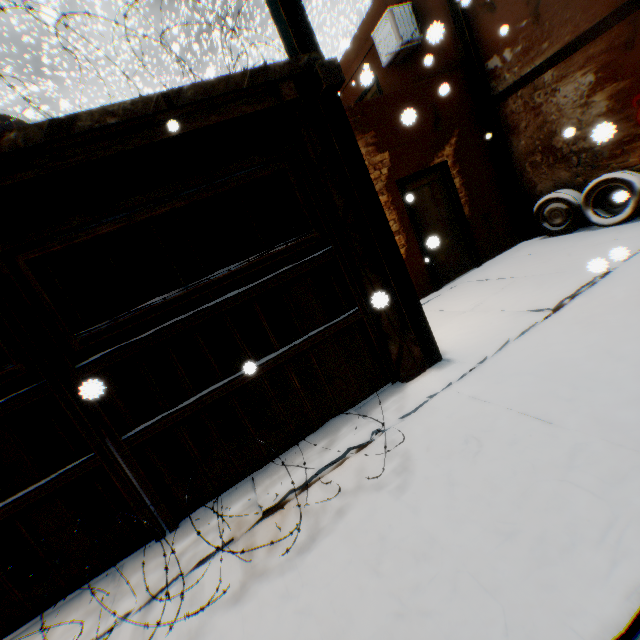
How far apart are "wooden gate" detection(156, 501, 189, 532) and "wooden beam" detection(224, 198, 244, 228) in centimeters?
390cm

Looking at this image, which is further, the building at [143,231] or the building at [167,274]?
the building at [167,274]

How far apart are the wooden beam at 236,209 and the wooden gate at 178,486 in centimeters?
390cm

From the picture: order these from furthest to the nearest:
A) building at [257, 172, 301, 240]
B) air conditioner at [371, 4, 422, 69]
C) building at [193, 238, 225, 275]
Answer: building at [193, 238, 225, 275]
air conditioner at [371, 4, 422, 69]
building at [257, 172, 301, 240]

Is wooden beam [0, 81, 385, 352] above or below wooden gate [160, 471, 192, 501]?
above

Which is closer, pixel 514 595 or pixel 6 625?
pixel 514 595

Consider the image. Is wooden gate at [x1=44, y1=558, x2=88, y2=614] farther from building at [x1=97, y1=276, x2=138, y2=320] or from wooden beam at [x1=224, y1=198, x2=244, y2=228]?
wooden beam at [x1=224, y1=198, x2=244, y2=228]
